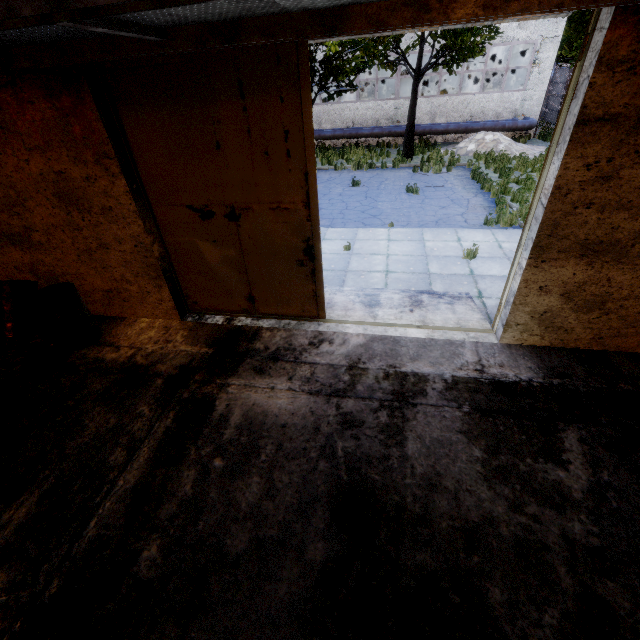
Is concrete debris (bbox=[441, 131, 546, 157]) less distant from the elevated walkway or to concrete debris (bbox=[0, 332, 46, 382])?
the elevated walkway

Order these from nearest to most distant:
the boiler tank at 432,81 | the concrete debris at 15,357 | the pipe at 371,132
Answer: the concrete debris at 15,357
the pipe at 371,132
the boiler tank at 432,81

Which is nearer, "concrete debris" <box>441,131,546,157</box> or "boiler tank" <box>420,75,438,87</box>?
"concrete debris" <box>441,131,546,157</box>

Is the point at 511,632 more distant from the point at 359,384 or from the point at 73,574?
the point at 73,574

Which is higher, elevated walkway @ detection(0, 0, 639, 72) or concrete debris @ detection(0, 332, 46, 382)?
elevated walkway @ detection(0, 0, 639, 72)

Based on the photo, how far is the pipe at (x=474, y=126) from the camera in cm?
1980

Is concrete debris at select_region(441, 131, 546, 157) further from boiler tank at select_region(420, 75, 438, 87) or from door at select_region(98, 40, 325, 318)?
door at select_region(98, 40, 325, 318)

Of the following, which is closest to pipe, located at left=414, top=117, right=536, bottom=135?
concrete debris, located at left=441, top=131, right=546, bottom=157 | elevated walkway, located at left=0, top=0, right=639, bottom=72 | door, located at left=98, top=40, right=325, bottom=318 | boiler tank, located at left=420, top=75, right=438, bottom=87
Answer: concrete debris, located at left=441, top=131, right=546, bottom=157
